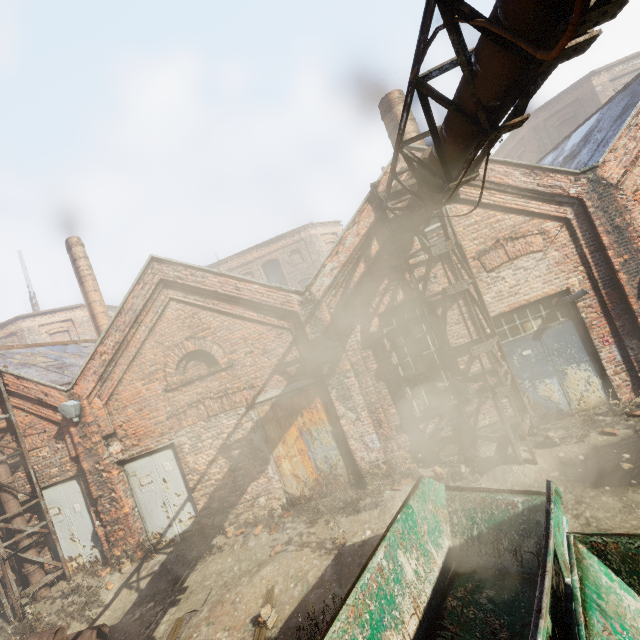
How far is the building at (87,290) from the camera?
15.91m

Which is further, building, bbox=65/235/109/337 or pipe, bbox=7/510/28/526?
building, bbox=65/235/109/337

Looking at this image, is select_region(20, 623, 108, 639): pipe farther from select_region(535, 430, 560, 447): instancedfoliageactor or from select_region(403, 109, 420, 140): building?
select_region(403, 109, 420, 140): building

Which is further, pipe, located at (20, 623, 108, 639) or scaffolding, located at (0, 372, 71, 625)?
scaffolding, located at (0, 372, 71, 625)

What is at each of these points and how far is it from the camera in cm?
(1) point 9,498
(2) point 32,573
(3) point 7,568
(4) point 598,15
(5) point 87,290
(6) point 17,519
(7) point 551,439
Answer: (1) pipe, 845
(2) pipe, 838
(3) scaffolding, 791
(4) pipe, 215
(5) building, 1595
(6) pipe, 845
(7) instancedfoliageactor, 674

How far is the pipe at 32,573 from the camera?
8.3 meters

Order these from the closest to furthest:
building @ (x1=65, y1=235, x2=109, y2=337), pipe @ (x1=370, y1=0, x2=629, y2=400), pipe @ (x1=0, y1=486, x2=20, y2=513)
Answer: pipe @ (x1=370, y1=0, x2=629, y2=400)
pipe @ (x1=0, y1=486, x2=20, y2=513)
building @ (x1=65, y1=235, x2=109, y2=337)

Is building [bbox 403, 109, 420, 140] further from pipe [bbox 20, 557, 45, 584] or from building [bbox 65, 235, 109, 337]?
building [bbox 65, 235, 109, 337]
